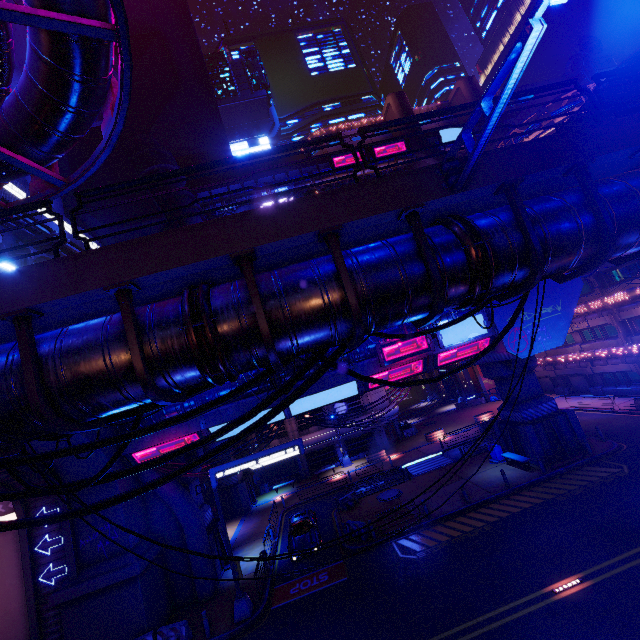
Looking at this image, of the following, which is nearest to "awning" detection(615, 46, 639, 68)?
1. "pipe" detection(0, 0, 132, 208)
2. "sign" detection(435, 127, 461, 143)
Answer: "pipe" detection(0, 0, 132, 208)

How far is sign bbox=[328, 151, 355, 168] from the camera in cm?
5647

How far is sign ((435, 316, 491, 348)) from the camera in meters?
21.0

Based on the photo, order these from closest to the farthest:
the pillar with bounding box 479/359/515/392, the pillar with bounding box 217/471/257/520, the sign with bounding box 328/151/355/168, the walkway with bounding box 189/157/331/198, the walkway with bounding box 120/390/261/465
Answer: the walkway with bounding box 120/390/261/465 < the pillar with bounding box 479/359/515/392 < the pillar with bounding box 217/471/257/520 < the walkway with bounding box 189/157/331/198 < the sign with bounding box 328/151/355/168

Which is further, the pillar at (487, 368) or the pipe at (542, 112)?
the pipe at (542, 112)

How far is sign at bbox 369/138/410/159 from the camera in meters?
57.5

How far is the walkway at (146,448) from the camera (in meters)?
18.97

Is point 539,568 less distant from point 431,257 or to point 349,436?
point 431,257
